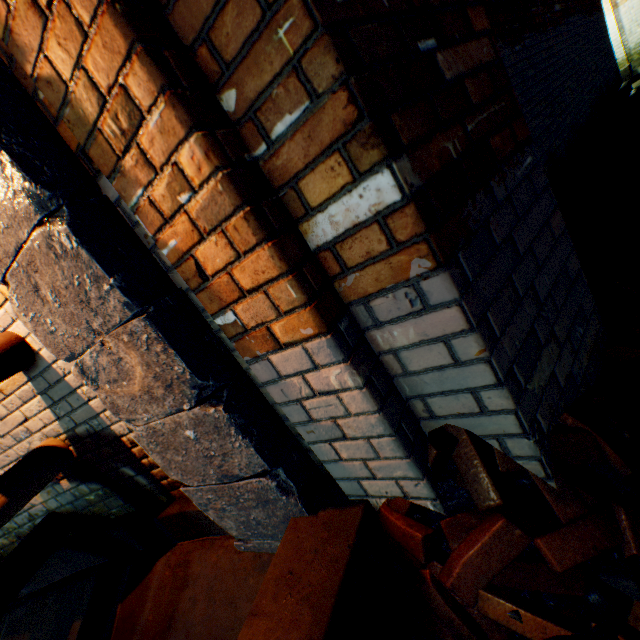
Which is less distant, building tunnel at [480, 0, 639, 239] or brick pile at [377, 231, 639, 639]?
brick pile at [377, 231, 639, 639]

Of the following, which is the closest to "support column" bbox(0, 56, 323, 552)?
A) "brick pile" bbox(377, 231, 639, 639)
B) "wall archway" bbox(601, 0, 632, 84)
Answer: "brick pile" bbox(377, 231, 639, 639)

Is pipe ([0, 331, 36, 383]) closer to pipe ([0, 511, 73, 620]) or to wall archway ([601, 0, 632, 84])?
pipe ([0, 511, 73, 620])

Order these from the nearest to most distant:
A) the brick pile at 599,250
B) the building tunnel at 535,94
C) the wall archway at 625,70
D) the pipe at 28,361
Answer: the brick pile at 599,250 → the pipe at 28,361 → the building tunnel at 535,94 → the wall archway at 625,70

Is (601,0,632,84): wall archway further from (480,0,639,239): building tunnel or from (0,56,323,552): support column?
(0,56,323,552): support column

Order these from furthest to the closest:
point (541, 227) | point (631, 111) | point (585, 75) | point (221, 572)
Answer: point (631, 111), point (585, 75), point (221, 572), point (541, 227)

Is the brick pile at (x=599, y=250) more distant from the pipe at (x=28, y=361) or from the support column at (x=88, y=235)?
the pipe at (x=28, y=361)

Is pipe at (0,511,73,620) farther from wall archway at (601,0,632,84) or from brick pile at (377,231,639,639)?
wall archway at (601,0,632,84)
